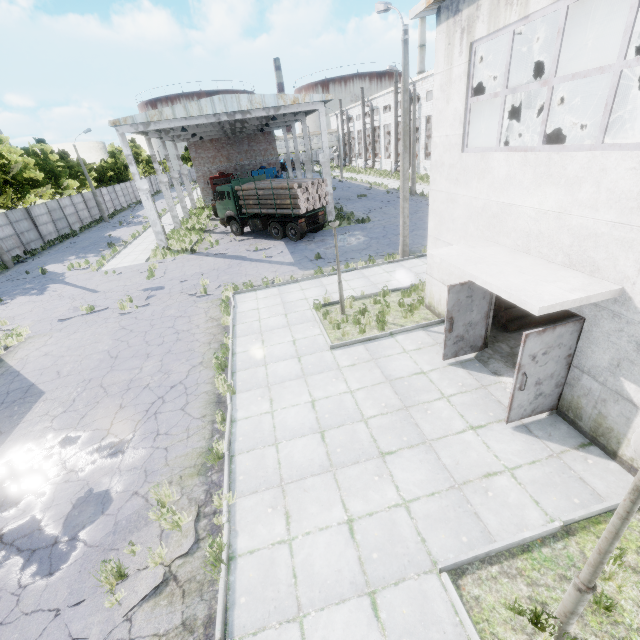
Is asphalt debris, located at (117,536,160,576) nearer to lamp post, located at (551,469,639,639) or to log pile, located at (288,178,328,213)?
lamp post, located at (551,469,639,639)

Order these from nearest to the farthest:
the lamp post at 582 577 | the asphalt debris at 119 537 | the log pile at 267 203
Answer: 1. the lamp post at 582 577
2. the asphalt debris at 119 537
3. the log pile at 267 203

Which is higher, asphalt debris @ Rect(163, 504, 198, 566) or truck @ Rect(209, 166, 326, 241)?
truck @ Rect(209, 166, 326, 241)

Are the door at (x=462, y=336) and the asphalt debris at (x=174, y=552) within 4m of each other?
no

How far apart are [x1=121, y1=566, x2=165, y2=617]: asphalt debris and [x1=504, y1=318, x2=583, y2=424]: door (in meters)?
6.13

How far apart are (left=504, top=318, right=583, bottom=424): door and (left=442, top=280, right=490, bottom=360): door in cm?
210

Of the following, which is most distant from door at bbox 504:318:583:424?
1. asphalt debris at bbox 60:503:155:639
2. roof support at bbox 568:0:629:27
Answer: asphalt debris at bbox 60:503:155:639

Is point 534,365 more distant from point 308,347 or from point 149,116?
point 149,116
